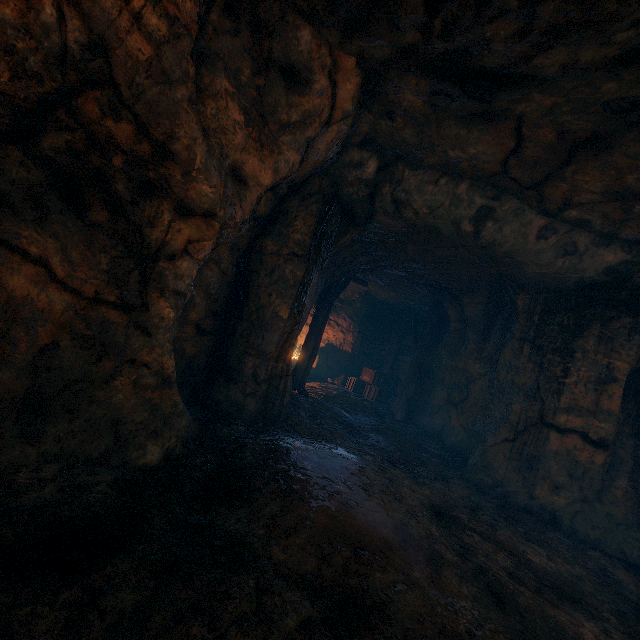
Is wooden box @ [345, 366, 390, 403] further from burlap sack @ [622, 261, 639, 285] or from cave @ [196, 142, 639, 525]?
burlap sack @ [622, 261, 639, 285]

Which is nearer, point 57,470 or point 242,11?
point 57,470

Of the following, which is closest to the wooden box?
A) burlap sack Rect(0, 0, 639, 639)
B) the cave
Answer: the cave

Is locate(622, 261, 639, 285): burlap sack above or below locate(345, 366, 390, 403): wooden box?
above

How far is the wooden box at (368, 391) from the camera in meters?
13.5

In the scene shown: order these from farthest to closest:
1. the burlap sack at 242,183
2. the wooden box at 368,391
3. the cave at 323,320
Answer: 1. the wooden box at 368,391
2. the cave at 323,320
3. the burlap sack at 242,183

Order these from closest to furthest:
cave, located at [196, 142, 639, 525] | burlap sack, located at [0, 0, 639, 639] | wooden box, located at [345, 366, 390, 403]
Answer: burlap sack, located at [0, 0, 639, 639]
cave, located at [196, 142, 639, 525]
wooden box, located at [345, 366, 390, 403]
